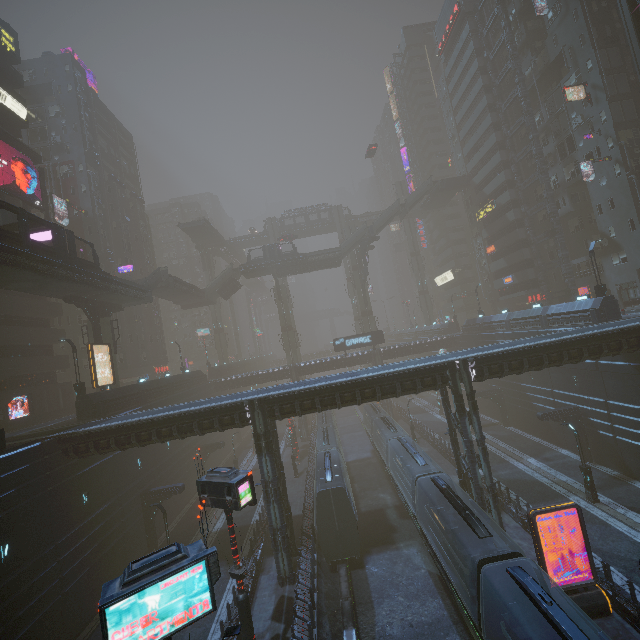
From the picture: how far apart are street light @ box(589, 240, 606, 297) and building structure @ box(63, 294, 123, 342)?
45.8 meters

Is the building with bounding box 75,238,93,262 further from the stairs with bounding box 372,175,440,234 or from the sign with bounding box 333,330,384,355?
the sign with bounding box 333,330,384,355

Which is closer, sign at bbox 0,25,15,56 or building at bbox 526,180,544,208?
sign at bbox 0,25,15,56

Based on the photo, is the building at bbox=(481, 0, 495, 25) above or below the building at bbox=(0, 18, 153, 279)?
above

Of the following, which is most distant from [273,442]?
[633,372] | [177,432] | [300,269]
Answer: [300,269]

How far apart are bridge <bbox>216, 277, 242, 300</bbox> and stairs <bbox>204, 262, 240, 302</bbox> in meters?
0.0

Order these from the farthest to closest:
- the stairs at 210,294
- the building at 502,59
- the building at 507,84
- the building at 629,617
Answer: the stairs at 210,294 < the building at 502,59 < the building at 507,84 < the building at 629,617

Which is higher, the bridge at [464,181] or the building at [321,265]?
the bridge at [464,181]
